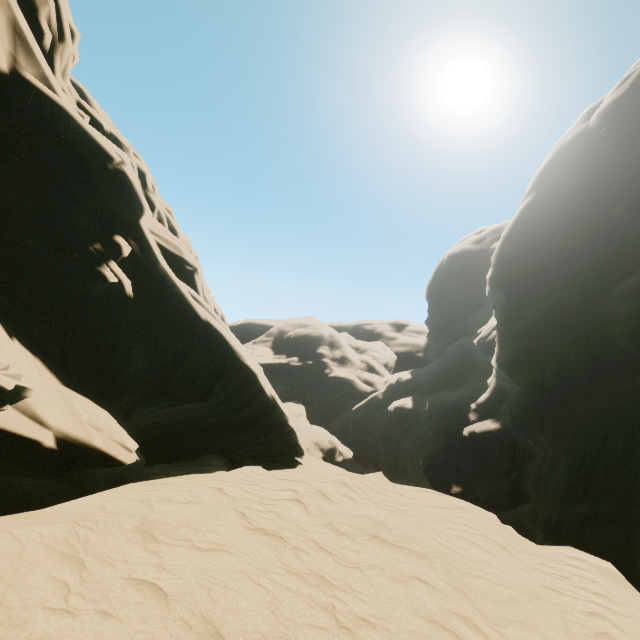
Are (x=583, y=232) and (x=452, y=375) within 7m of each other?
no
